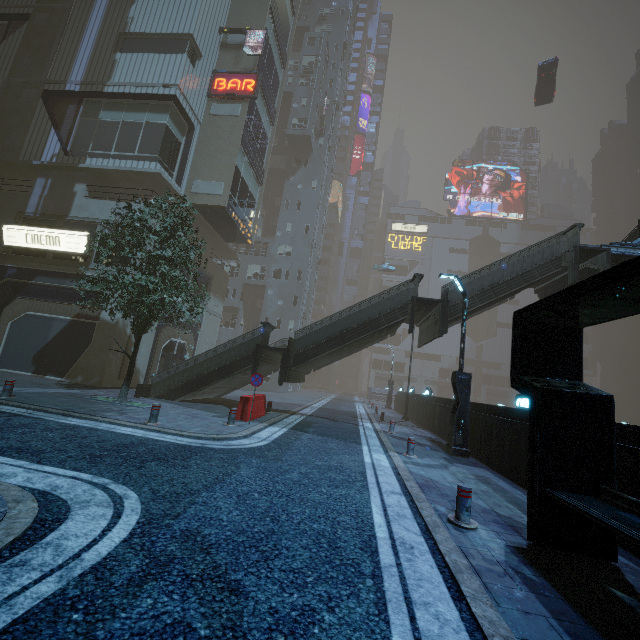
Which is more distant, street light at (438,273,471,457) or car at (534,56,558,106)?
car at (534,56,558,106)

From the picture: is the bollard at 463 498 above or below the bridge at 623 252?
below

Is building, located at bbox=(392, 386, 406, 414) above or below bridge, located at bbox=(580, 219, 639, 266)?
below

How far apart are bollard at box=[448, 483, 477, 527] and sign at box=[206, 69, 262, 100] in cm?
2534

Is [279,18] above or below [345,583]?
above

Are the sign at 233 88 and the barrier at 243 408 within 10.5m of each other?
no

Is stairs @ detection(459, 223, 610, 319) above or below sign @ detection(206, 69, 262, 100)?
below

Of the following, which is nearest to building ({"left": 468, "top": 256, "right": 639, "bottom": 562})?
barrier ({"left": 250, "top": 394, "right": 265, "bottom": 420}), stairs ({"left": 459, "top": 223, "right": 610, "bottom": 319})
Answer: stairs ({"left": 459, "top": 223, "right": 610, "bottom": 319})
